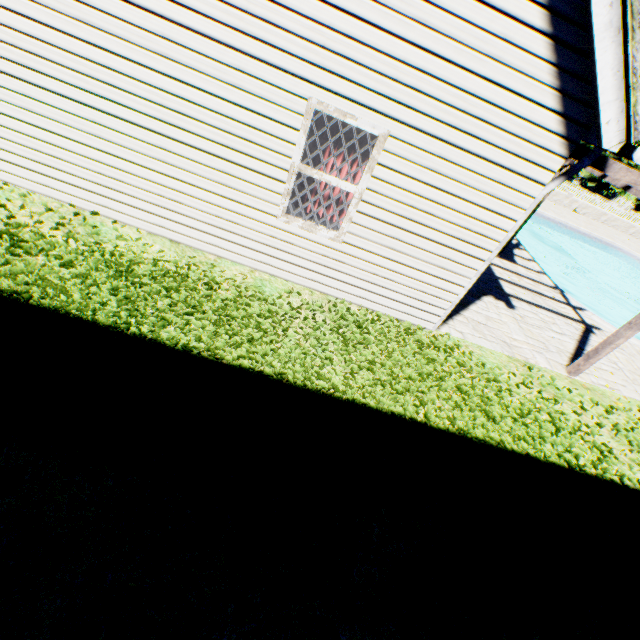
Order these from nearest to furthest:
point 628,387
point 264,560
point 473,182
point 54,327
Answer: point 264,560
point 54,327
point 473,182
point 628,387

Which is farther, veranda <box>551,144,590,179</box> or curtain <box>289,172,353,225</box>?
curtain <box>289,172,353,225</box>

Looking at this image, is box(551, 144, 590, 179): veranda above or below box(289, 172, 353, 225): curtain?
above

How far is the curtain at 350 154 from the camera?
4.17m

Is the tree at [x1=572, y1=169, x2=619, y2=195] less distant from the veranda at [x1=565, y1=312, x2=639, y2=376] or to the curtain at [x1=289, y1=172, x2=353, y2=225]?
the veranda at [x1=565, y1=312, x2=639, y2=376]

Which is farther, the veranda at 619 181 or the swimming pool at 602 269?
the swimming pool at 602 269

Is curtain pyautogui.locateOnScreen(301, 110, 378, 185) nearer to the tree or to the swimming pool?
the swimming pool

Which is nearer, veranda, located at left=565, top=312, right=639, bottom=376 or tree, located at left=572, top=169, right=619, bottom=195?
veranda, located at left=565, top=312, right=639, bottom=376
